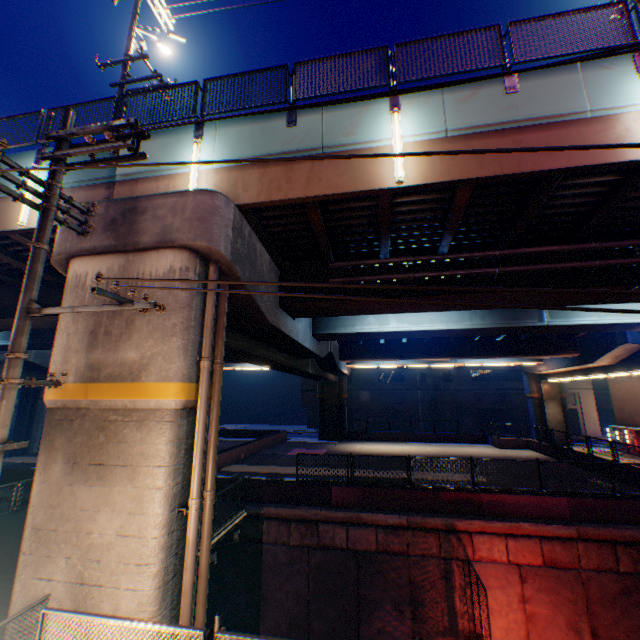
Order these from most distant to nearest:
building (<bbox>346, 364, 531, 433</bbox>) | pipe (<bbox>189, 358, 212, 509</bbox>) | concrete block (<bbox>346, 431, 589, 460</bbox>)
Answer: building (<bbox>346, 364, 531, 433</bbox>) → concrete block (<bbox>346, 431, 589, 460</bbox>) → pipe (<bbox>189, 358, 212, 509</bbox>)

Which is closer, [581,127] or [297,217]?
[581,127]

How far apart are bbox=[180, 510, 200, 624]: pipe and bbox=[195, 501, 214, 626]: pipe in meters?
0.3

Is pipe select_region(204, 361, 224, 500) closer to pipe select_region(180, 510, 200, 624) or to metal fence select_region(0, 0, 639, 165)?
pipe select_region(180, 510, 200, 624)

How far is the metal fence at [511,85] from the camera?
7.0 meters

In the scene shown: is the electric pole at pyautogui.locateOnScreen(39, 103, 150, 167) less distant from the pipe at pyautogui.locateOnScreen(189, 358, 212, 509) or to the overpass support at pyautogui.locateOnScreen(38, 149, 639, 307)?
the overpass support at pyautogui.locateOnScreen(38, 149, 639, 307)

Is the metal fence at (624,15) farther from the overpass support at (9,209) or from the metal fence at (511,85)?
the metal fence at (511,85)

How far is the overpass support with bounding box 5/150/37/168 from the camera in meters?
9.3
